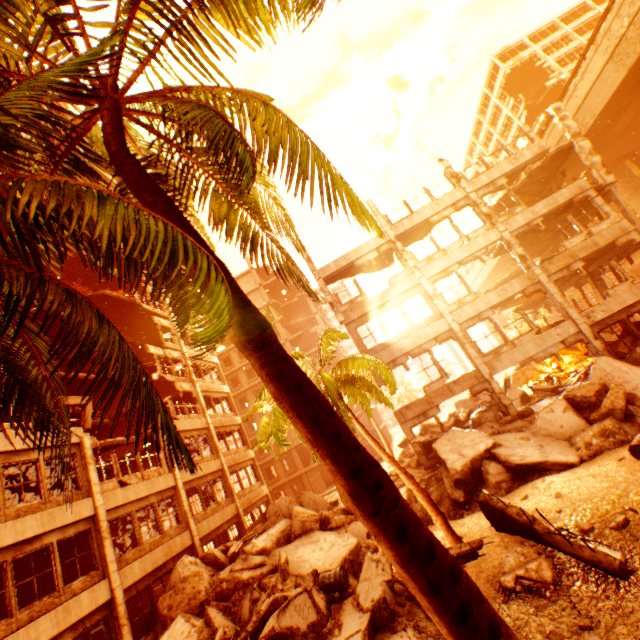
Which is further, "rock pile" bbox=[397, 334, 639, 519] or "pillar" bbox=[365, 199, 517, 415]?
"pillar" bbox=[365, 199, 517, 415]

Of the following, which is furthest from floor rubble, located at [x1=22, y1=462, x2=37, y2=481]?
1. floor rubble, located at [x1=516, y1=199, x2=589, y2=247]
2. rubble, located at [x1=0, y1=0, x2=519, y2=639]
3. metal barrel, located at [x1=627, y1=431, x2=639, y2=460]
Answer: floor rubble, located at [x1=516, y1=199, x2=589, y2=247]

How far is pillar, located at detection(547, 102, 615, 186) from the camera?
17.3m

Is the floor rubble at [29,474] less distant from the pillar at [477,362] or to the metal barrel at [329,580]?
the metal barrel at [329,580]

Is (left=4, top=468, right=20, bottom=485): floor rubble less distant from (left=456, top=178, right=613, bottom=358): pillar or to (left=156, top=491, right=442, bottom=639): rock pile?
(left=156, top=491, right=442, bottom=639): rock pile

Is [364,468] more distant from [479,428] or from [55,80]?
[479,428]

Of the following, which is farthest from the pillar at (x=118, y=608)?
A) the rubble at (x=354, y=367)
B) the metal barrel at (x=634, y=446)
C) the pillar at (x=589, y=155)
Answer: the metal barrel at (x=634, y=446)

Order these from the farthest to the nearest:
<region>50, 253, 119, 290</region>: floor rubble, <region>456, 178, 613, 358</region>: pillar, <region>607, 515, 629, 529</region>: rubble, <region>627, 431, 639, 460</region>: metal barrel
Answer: <region>50, 253, 119, 290</region>: floor rubble < <region>456, 178, 613, 358</region>: pillar < <region>627, 431, 639, 460</region>: metal barrel < <region>607, 515, 629, 529</region>: rubble
